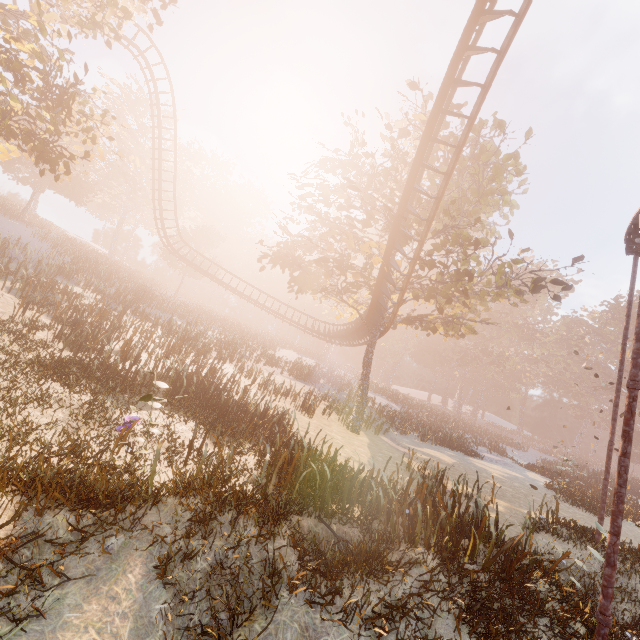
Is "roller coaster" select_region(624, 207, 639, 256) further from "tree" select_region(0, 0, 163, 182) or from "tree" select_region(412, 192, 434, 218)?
"tree" select_region(0, 0, 163, 182)

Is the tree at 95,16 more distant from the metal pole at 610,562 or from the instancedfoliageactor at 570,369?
the instancedfoliageactor at 570,369

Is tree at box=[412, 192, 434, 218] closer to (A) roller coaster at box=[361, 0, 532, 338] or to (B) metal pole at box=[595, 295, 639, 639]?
(A) roller coaster at box=[361, 0, 532, 338]

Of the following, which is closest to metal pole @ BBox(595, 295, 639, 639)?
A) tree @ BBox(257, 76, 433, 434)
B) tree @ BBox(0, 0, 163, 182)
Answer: tree @ BBox(257, 76, 433, 434)

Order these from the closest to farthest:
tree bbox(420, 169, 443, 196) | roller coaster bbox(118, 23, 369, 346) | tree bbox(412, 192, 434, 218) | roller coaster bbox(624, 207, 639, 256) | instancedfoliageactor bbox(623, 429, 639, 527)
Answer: roller coaster bbox(624, 207, 639, 256)
tree bbox(412, 192, 434, 218)
tree bbox(420, 169, 443, 196)
instancedfoliageactor bbox(623, 429, 639, 527)
roller coaster bbox(118, 23, 369, 346)

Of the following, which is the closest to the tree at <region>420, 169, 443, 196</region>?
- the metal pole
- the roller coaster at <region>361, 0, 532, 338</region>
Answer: the roller coaster at <region>361, 0, 532, 338</region>

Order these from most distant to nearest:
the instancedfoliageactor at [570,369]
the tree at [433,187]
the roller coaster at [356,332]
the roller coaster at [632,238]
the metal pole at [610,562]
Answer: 1. the instancedfoliageactor at [570,369]
2. the roller coaster at [356,332]
3. the tree at [433,187]
4. the roller coaster at [632,238]
5. the metal pole at [610,562]

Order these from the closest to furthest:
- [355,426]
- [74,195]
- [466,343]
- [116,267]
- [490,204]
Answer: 1. [355,426]
2. [490,204]
3. [116,267]
4. [74,195]
5. [466,343]
